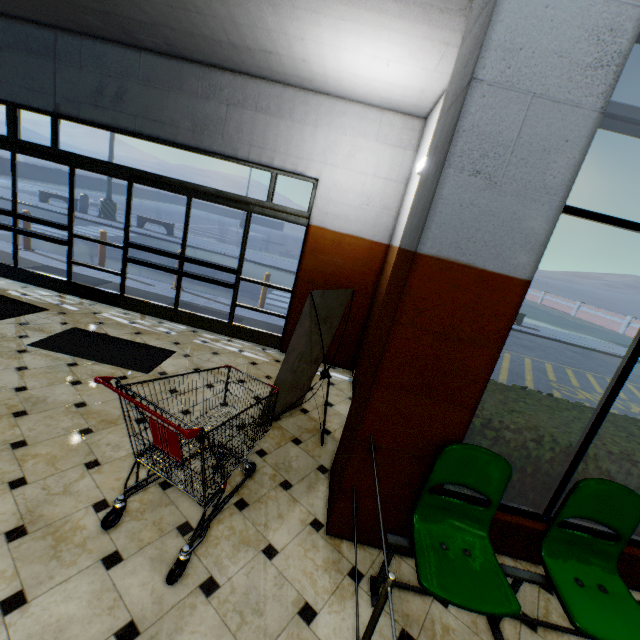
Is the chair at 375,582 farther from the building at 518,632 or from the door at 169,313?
the door at 169,313

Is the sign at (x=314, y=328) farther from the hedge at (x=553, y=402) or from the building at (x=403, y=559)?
the hedge at (x=553, y=402)

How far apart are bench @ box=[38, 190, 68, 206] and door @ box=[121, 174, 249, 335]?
15.0m

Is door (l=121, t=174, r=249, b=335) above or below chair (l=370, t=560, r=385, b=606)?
above

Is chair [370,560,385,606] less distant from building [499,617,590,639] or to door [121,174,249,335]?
building [499,617,590,639]

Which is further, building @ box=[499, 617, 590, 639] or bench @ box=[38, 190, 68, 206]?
bench @ box=[38, 190, 68, 206]

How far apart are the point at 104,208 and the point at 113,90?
13.9 meters

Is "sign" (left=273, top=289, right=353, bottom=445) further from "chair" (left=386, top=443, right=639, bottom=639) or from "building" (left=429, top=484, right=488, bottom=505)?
"chair" (left=386, top=443, right=639, bottom=639)
